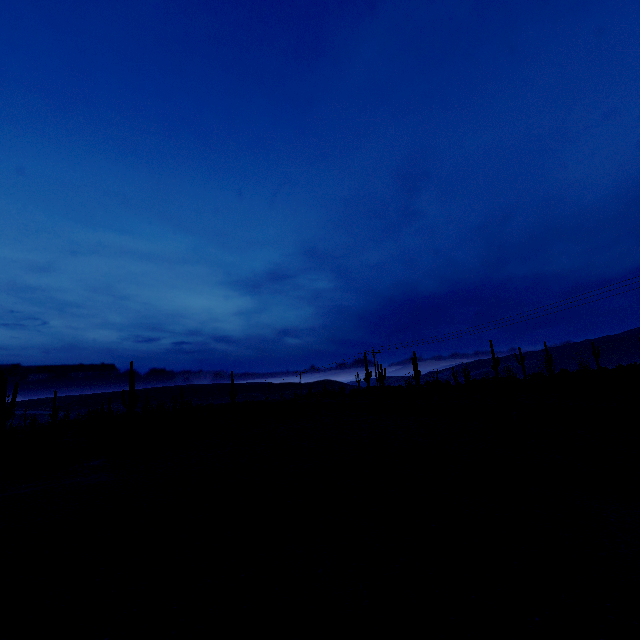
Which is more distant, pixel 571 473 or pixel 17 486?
pixel 17 486
